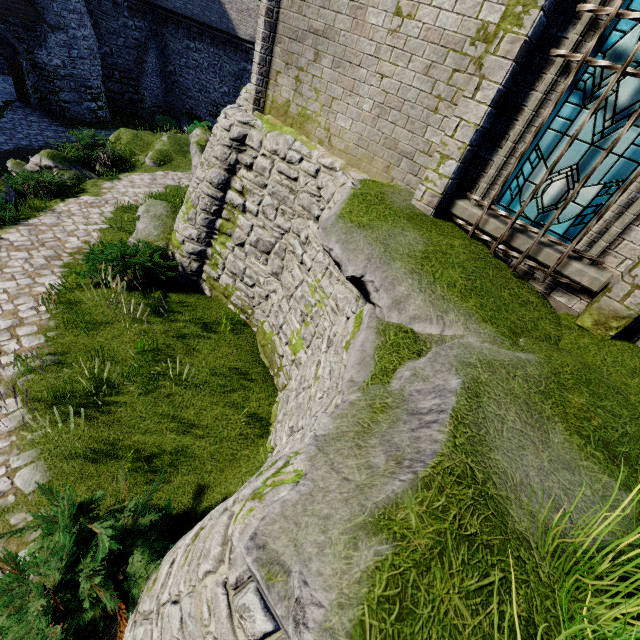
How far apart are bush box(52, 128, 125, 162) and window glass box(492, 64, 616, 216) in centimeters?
1665cm

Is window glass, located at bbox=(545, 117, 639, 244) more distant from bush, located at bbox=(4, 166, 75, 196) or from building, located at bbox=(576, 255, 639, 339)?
bush, located at bbox=(4, 166, 75, 196)

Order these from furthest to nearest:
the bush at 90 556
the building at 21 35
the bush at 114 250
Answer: the building at 21 35, the bush at 114 250, the bush at 90 556

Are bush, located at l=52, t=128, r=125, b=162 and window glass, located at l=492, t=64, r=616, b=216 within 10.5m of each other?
no

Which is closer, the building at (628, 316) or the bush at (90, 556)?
the bush at (90, 556)

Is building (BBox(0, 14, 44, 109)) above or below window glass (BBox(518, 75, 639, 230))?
below

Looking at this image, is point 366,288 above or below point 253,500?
above

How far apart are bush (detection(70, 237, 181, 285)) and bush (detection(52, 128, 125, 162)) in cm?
869
